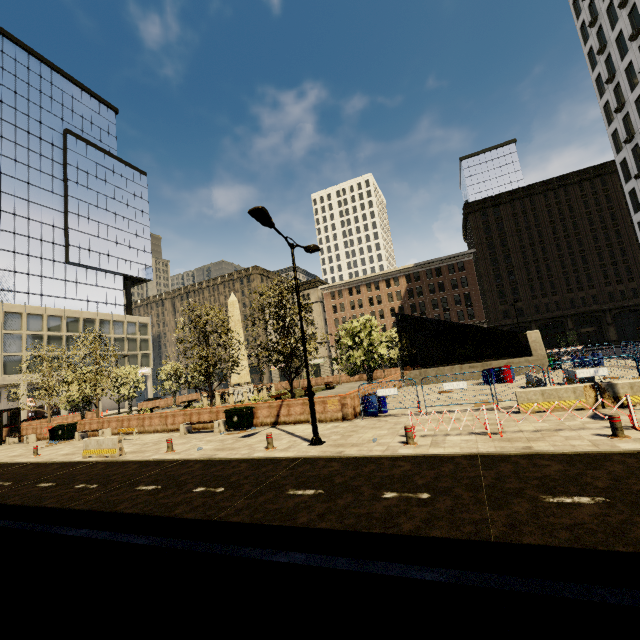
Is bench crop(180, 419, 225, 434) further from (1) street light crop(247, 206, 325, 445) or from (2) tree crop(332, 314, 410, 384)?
(1) street light crop(247, 206, 325, 445)

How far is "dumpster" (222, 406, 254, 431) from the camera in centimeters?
1628cm

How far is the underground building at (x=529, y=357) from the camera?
24.7m

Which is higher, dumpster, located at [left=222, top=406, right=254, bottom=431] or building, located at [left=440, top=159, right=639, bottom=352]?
building, located at [left=440, top=159, right=639, bottom=352]

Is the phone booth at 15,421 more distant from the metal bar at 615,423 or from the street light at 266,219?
the metal bar at 615,423

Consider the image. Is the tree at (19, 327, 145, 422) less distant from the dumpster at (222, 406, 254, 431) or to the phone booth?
the phone booth

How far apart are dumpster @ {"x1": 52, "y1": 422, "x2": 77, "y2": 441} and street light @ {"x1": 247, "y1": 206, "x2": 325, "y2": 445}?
20.28m

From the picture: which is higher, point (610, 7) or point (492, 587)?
point (610, 7)
